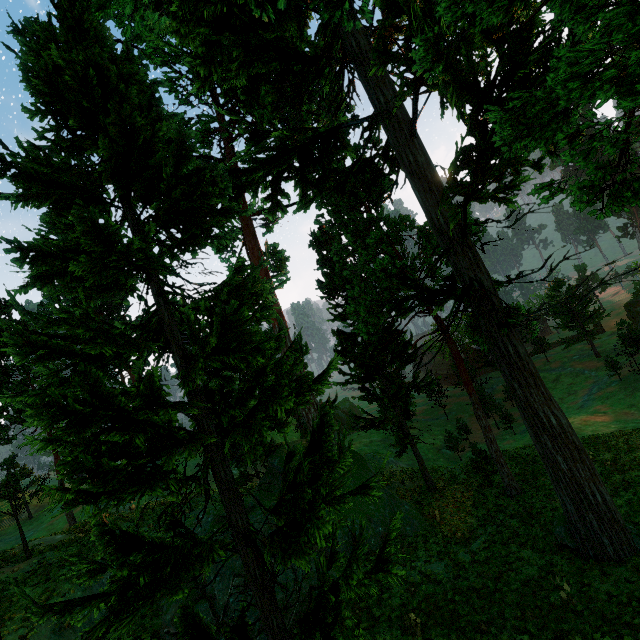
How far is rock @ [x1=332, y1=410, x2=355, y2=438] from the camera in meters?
53.7

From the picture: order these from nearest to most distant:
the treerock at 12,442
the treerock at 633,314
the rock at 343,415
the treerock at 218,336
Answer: the treerock at 218,336, the treerock at 12,442, the treerock at 633,314, the rock at 343,415

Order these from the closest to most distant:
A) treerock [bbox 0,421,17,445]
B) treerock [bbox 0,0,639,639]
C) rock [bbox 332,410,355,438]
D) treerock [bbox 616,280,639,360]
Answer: treerock [bbox 0,0,639,639]
treerock [bbox 0,421,17,445]
treerock [bbox 616,280,639,360]
rock [bbox 332,410,355,438]

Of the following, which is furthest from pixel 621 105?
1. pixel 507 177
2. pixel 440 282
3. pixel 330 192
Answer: pixel 330 192

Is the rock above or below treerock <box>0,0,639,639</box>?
below

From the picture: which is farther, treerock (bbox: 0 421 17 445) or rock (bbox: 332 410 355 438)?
rock (bbox: 332 410 355 438)

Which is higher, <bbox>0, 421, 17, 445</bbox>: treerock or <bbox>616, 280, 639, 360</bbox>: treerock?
<bbox>0, 421, 17, 445</bbox>: treerock

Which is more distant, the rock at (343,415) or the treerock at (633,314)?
the rock at (343,415)
